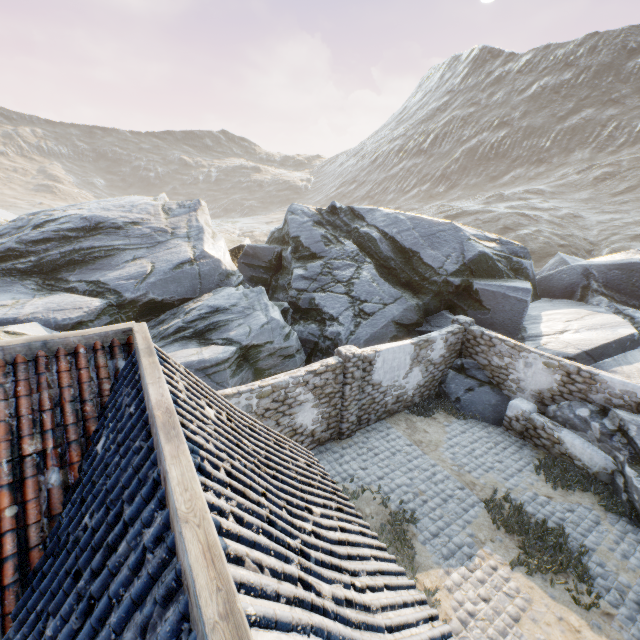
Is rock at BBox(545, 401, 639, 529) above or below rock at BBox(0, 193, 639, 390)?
below

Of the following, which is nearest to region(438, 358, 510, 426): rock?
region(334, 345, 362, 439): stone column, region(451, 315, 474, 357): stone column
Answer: region(451, 315, 474, 357): stone column

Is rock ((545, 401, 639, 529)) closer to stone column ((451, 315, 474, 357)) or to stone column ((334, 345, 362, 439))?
stone column ((451, 315, 474, 357))

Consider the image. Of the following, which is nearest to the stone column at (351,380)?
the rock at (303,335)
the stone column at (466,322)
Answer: the rock at (303,335)

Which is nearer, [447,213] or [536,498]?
[536,498]
